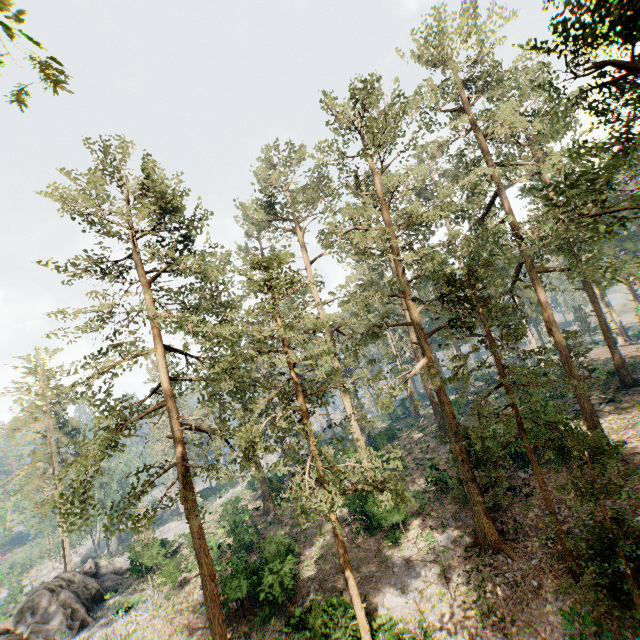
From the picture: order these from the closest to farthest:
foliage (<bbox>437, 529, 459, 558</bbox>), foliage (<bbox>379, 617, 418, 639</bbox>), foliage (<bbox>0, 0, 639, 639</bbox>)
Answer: foliage (<bbox>0, 0, 639, 639</bbox>) → foliage (<bbox>379, 617, 418, 639</bbox>) → foliage (<bbox>437, 529, 459, 558</bbox>)

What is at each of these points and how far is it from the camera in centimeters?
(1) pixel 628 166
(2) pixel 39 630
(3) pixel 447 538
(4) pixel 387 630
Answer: (1) foliage, 1102cm
(2) rock, 2377cm
(3) foliage, 1930cm
(4) foliage, 1302cm

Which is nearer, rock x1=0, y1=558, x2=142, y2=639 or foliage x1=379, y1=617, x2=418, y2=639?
foliage x1=379, y1=617, x2=418, y2=639

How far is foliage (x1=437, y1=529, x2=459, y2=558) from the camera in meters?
18.1

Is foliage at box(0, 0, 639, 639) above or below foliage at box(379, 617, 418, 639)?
above

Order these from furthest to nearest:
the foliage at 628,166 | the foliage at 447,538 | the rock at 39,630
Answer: the rock at 39,630, the foliage at 447,538, the foliage at 628,166

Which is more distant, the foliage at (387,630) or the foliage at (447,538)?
the foliage at (447,538)
